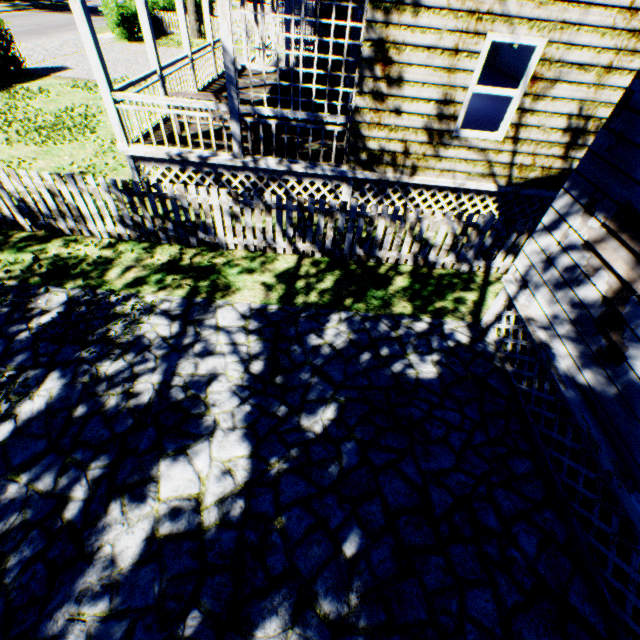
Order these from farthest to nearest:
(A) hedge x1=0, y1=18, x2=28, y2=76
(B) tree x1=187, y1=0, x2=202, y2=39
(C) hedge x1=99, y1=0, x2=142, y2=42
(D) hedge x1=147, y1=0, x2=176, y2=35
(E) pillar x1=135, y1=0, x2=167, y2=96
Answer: (D) hedge x1=147, y1=0, x2=176, y2=35
(B) tree x1=187, y1=0, x2=202, y2=39
(C) hedge x1=99, y1=0, x2=142, y2=42
(A) hedge x1=0, y1=18, x2=28, y2=76
(E) pillar x1=135, y1=0, x2=167, y2=96

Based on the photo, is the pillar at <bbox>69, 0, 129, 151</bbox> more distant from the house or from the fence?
the house

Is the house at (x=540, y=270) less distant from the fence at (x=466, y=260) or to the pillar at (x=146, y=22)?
→ the fence at (x=466, y=260)

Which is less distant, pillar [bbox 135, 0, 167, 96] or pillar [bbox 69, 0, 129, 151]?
pillar [bbox 69, 0, 129, 151]

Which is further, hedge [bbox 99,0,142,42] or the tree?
the tree

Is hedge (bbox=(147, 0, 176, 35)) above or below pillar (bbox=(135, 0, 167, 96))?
below

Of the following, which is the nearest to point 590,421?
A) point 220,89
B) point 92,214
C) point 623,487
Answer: point 623,487

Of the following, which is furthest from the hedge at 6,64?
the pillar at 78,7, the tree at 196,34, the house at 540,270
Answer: the tree at 196,34
